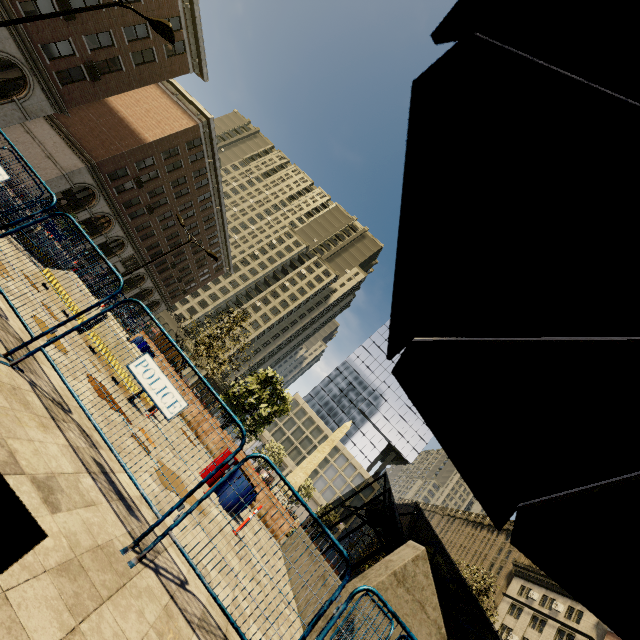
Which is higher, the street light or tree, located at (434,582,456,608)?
the street light

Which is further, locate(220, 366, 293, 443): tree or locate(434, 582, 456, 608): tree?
locate(220, 366, 293, 443): tree

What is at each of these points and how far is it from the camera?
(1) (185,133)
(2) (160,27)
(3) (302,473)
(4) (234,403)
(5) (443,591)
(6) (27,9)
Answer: (1) building, 34.94m
(2) street light, 11.05m
(3) obelisk, 32.97m
(4) tree, 21.81m
(5) tree, 17.58m
(6) building, 23.11m

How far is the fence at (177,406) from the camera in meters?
4.0

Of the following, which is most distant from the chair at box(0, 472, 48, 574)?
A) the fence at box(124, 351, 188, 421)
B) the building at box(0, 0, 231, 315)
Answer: the building at box(0, 0, 231, 315)

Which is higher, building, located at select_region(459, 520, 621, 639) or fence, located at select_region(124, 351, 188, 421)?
building, located at select_region(459, 520, 621, 639)

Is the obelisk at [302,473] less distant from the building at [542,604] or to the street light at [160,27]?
the building at [542,604]

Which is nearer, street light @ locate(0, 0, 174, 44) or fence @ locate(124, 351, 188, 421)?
fence @ locate(124, 351, 188, 421)
